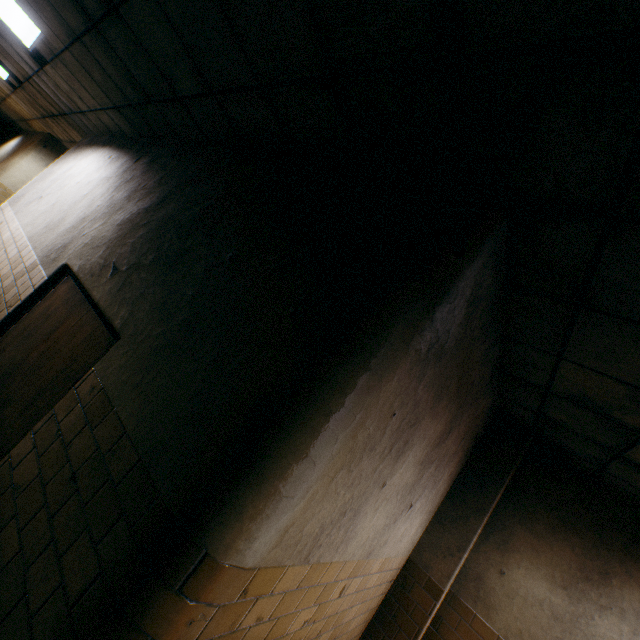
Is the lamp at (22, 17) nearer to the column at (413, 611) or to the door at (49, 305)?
the door at (49, 305)

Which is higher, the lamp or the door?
the lamp

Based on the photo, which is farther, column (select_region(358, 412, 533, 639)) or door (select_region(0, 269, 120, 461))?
column (select_region(358, 412, 533, 639))

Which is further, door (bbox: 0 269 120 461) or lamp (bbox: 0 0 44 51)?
lamp (bbox: 0 0 44 51)

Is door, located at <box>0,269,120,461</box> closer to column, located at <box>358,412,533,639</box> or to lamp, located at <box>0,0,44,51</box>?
lamp, located at <box>0,0,44,51</box>

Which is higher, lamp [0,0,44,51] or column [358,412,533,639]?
lamp [0,0,44,51]

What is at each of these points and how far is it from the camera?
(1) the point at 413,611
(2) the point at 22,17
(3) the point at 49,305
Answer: (1) column, 3.4 meters
(2) lamp, 3.8 meters
(3) door, 2.8 meters

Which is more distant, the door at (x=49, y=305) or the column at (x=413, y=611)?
the column at (x=413, y=611)
